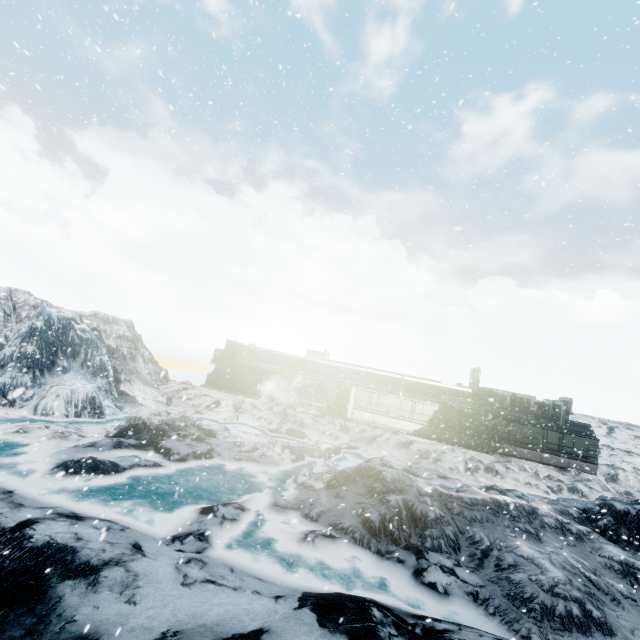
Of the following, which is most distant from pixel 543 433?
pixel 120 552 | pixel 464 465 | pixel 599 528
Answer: pixel 120 552
